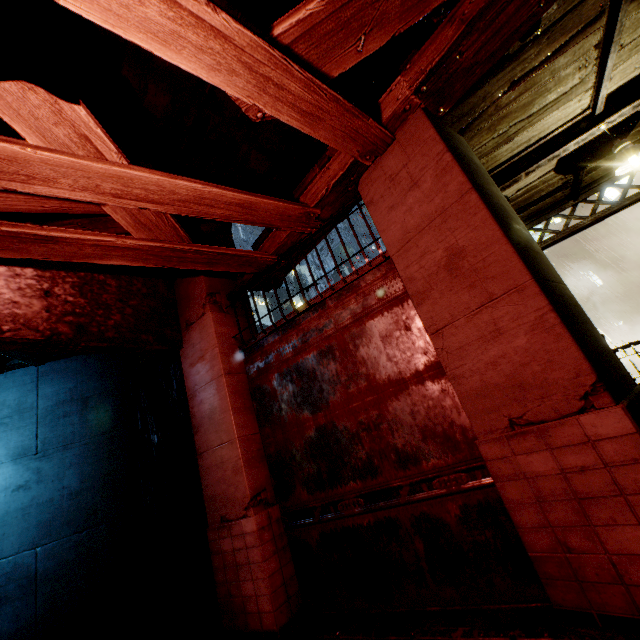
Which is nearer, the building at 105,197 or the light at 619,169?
the building at 105,197

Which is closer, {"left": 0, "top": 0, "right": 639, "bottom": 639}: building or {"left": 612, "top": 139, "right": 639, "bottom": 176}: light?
{"left": 0, "top": 0, "right": 639, "bottom": 639}: building

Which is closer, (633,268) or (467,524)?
(467,524)
